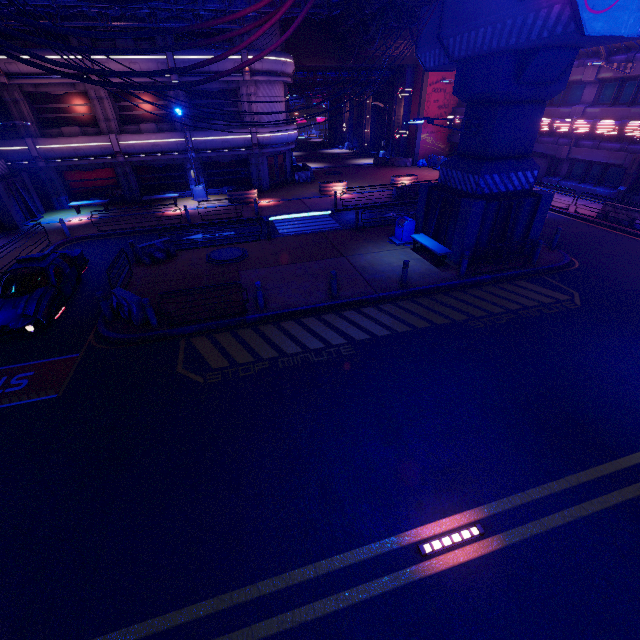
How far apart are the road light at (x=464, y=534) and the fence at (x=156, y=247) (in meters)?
15.08

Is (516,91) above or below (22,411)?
above

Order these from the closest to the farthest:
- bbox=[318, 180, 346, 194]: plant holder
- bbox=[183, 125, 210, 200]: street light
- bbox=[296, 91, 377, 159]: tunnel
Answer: bbox=[183, 125, 210, 200]: street light, bbox=[318, 180, 346, 194]: plant holder, bbox=[296, 91, 377, 159]: tunnel

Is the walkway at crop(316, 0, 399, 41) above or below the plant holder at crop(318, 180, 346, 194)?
above

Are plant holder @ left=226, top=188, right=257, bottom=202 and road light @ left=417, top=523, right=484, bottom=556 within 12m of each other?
no

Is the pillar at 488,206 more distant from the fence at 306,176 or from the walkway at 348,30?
the fence at 306,176

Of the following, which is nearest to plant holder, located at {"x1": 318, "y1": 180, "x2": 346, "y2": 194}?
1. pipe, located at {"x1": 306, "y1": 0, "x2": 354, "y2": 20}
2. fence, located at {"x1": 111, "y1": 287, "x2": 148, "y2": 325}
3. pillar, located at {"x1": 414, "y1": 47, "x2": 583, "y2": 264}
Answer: pipe, located at {"x1": 306, "y1": 0, "x2": 354, "y2": 20}

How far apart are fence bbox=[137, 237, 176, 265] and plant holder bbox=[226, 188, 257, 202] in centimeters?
971cm
